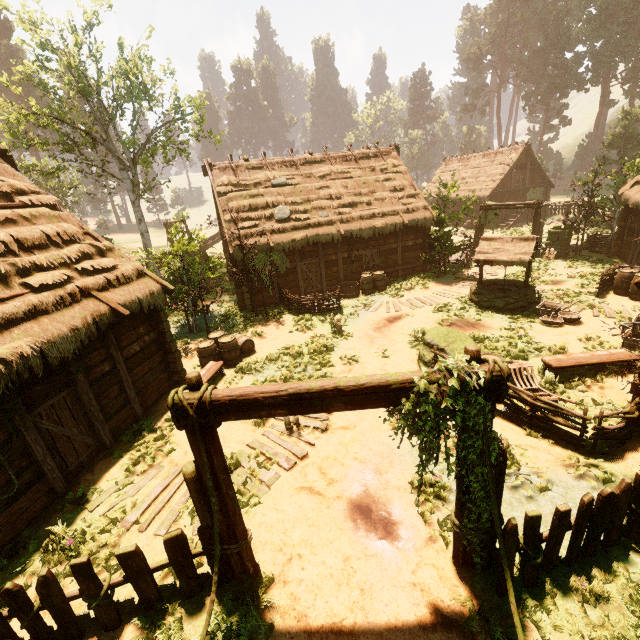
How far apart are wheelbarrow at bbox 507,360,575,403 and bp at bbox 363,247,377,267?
11.44m

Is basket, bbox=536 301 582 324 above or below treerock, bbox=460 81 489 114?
below

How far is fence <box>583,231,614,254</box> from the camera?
19.72m

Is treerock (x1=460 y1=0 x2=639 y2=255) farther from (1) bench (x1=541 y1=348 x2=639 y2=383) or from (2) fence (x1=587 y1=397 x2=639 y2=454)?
(1) bench (x1=541 y1=348 x2=639 y2=383)

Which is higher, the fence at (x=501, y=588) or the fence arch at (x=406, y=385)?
the fence arch at (x=406, y=385)

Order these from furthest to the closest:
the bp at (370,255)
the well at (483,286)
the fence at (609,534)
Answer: the bp at (370,255) < the well at (483,286) < the fence at (609,534)

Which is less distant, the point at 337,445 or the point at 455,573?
the point at 455,573

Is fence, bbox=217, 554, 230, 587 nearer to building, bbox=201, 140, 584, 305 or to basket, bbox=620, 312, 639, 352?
building, bbox=201, 140, 584, 305
